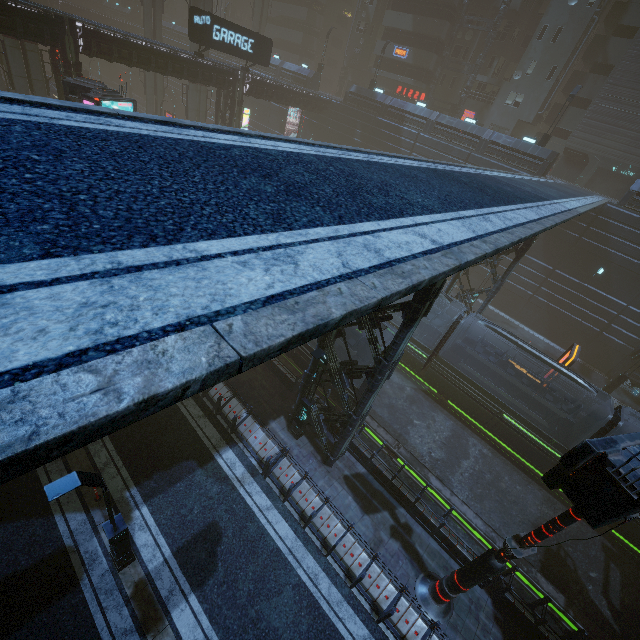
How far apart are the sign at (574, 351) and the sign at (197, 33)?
33.2 meters

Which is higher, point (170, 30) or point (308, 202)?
point (170, 30)

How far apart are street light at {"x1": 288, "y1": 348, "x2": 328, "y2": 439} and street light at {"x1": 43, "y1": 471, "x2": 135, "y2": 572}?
6.6m

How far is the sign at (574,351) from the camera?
18.7m

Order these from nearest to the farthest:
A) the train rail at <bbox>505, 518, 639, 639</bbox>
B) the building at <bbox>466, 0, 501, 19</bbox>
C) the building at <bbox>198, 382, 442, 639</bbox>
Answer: the building at <bbox>198, 382, 442, 639</bbox>, the train rail at <bbox>505, 518, 639, 639</bbox>, the building at <bbox>466, 0, 501, 19</bbox>

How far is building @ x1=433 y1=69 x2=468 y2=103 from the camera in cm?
4031

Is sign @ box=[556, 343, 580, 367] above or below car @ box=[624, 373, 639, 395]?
above

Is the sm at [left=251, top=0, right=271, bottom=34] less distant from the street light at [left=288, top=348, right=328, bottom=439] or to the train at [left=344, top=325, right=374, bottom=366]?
→ the train at [left=344, top=325, right=374, bottom=366]
